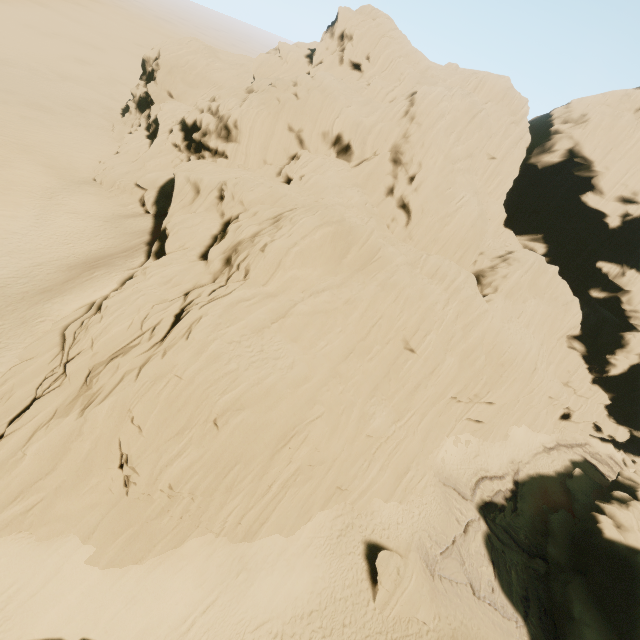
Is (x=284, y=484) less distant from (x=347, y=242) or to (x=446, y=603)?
(x=446, y=603)

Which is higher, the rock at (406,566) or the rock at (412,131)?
the rock at (412,131)

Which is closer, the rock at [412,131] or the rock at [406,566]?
the rock at [412,131]

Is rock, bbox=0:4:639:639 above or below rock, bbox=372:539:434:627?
above

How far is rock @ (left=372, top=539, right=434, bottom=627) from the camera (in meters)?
20.56

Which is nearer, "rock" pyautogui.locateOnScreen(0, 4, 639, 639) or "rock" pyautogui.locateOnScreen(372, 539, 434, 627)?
"rock" pyautogui.locateOnScreen(0, 4, 639, 639)
